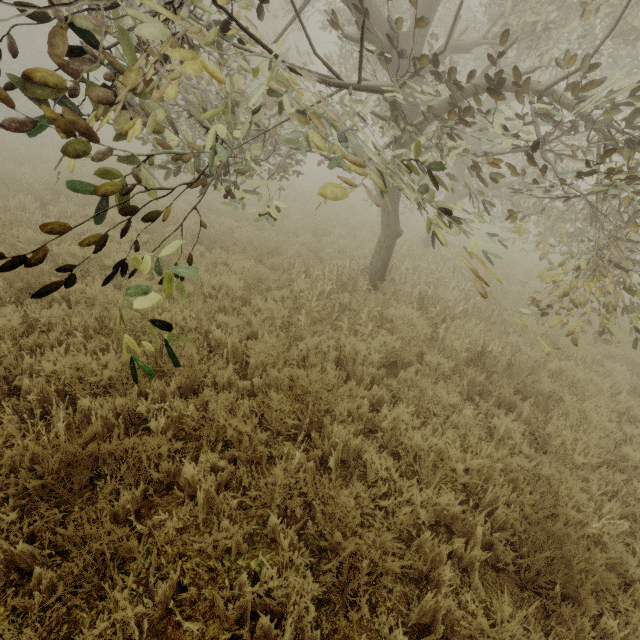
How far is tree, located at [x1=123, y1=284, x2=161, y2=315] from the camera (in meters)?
1.78

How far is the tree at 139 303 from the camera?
1.8 meters

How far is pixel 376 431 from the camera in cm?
395
